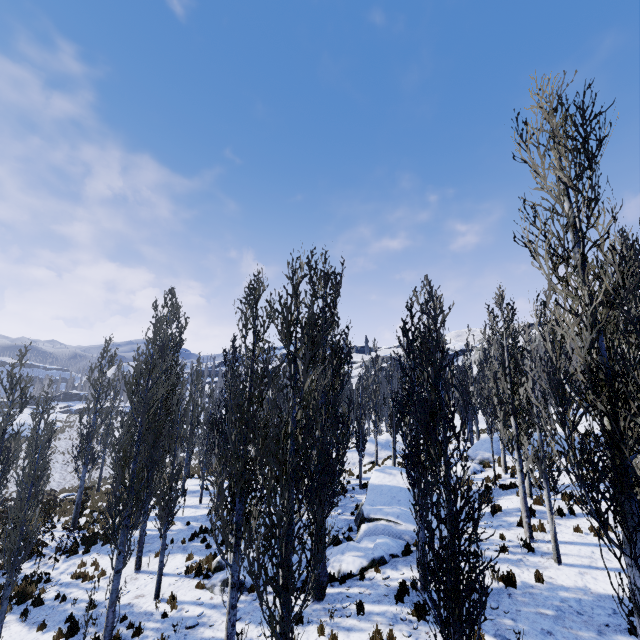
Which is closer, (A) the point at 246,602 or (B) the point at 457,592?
(B) the point at 457,592

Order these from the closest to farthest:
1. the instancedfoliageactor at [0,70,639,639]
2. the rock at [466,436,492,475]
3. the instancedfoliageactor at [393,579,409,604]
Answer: the instancedfoliageactor at [0,70,639,639]
the instancedfoliageactor at [393,579,409,604]
the rock at [466,436,492,475]

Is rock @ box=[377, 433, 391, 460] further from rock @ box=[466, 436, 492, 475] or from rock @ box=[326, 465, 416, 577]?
rock @ box=[326, 465, 416, 577]

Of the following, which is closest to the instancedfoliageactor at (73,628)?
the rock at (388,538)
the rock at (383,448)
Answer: the rock at (383,448)

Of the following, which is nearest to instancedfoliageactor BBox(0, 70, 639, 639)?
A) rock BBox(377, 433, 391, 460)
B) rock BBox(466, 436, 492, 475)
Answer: rock BBox(377, 433, 391, 460)

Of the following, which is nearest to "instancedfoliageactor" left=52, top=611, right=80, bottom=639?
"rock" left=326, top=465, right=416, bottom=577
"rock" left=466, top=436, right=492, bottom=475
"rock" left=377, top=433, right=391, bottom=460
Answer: "rock" left=377, top=433, right=391, bottom=460

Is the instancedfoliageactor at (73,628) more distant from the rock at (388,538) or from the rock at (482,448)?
the rock at (388,538)

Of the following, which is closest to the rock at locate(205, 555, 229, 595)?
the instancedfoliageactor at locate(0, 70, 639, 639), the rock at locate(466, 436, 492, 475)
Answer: the instancedfoliageactor at locate(0, 70, 639, 639)
